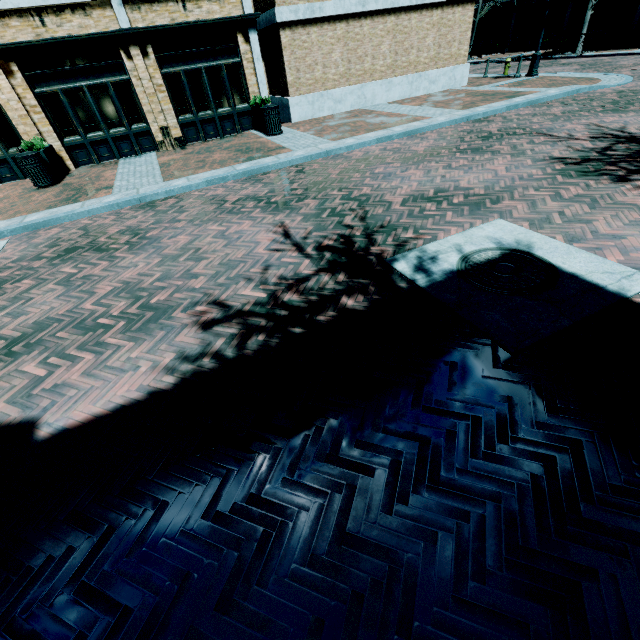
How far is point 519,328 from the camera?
3.1 meters

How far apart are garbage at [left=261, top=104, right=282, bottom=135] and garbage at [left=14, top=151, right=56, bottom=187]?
6.81m

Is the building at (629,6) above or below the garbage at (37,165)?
above

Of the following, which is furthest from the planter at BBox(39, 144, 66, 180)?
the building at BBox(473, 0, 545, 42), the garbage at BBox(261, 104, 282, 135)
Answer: the building at BBox(473, 0, 545, 42)

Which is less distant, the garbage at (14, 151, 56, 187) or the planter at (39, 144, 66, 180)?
the garbage at (14, 151, 56, 187)

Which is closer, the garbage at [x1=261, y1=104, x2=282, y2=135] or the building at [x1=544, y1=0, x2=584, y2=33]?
the garbage at [x1=261, y1=104, x2=282, y2=135]

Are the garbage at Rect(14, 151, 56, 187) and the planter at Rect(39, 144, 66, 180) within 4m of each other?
yes

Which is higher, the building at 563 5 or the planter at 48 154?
the building at 563 5
